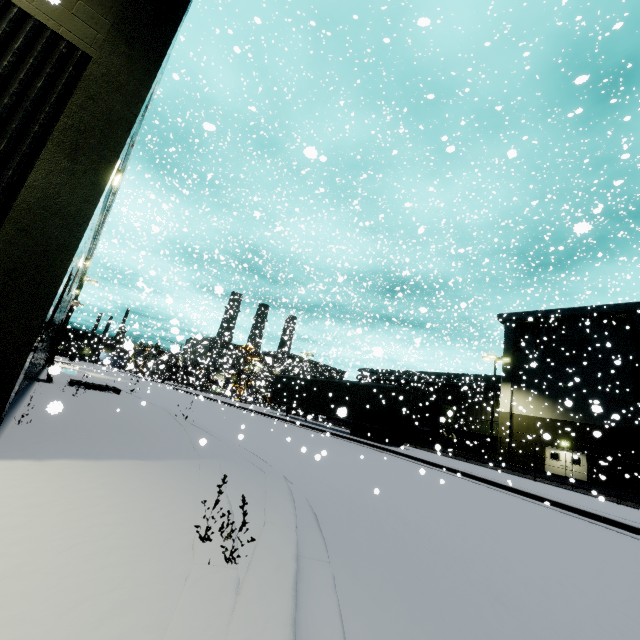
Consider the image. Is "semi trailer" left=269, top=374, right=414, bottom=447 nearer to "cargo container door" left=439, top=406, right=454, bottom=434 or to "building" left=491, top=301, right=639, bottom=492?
"building" left=491, top=301, right=639, bottom=492

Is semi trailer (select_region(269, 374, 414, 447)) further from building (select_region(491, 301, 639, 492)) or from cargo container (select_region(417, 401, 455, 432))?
cargo container (select_region(417, 401, 455, 432))

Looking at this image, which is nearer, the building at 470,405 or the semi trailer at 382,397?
the semi trailer at 382,397

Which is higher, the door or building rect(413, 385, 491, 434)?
building rect(413, 385, 491, 434)

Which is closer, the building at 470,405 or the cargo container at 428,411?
A: the cargo container at 428,411

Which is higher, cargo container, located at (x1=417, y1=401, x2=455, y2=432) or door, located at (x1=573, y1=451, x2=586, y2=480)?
cargo container, located at (x1=417, y1=401, x2=455, y2=432)

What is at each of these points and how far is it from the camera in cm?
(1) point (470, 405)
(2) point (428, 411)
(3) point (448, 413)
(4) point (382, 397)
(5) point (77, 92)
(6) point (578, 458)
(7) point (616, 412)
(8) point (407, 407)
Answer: (1) building, 3794
(2) cargo container, 3131
(3) cargo container door, 841
(4) semi trailer, 2064
(5) building, 414
(6) door, 2798
(7) building, 2705
(8) semi trailer door, 2002

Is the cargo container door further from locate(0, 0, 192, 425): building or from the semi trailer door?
the semi trailer door
